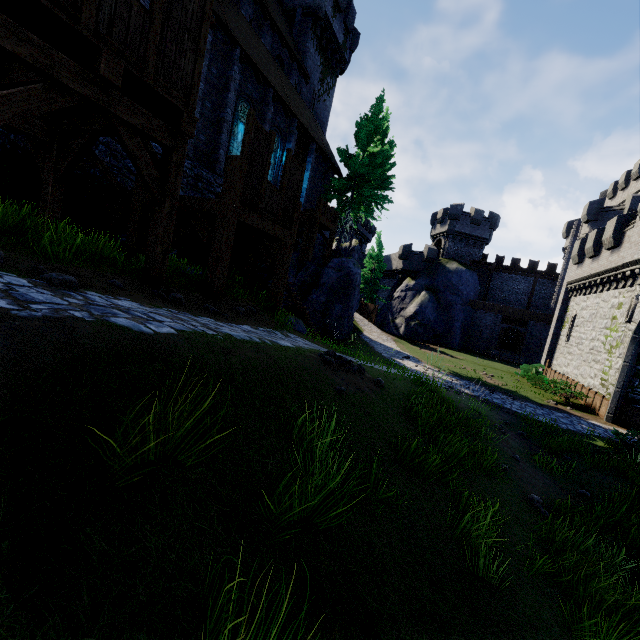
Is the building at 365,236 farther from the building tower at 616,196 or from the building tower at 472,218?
the building tower at 616,196

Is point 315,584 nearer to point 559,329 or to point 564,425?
point 564,425

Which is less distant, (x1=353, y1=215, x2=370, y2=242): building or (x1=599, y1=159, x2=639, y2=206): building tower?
(x1=599, y1=159, x2=639, y2=206): building tower

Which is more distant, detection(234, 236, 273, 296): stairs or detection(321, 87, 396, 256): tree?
detection(321, 87, 396, 256): tree

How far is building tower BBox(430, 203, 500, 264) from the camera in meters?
40.3 m

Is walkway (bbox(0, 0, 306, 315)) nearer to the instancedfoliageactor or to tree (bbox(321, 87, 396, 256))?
the instancedfoliageactor

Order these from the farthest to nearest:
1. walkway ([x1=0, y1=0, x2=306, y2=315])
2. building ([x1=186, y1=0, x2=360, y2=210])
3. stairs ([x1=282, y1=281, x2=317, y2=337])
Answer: building ([x1=186, y1=0, x2=360, y2=210])
stairs ([x1=282, y1=281, x2=317, y2=337])
walkway ([x1=0, y1=0, x2=306, y2=315])

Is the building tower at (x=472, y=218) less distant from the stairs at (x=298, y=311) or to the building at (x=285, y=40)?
the building at (x=285, y=40)
